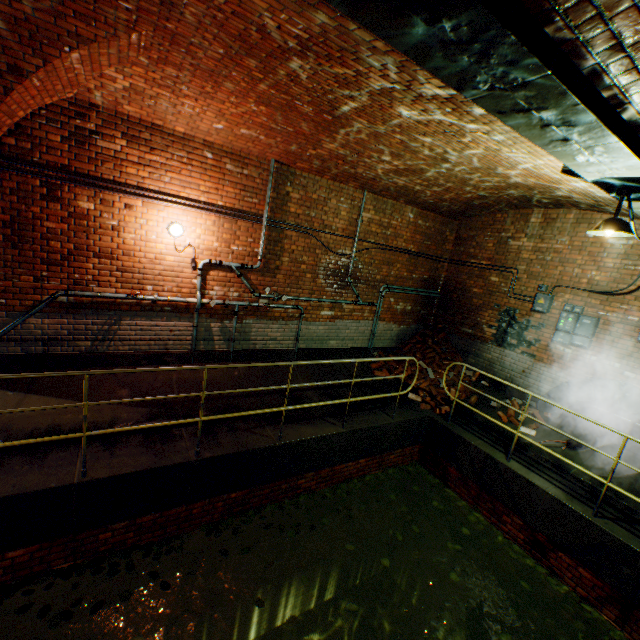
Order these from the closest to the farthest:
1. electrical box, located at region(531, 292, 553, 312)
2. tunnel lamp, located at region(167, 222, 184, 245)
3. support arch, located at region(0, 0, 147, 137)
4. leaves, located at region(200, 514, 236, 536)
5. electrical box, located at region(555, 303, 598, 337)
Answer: support arch, located at region(0, 0, 147, 137)
leaves, located at region(200, 514, 236, 536)
tunnel lamp, located at region(167, 222, 184, 245)
electrical box, located at region(555, 303, 598, 337)
electrical box, located at region(531, 292, 553, 312)

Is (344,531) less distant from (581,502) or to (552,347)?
(581,502)

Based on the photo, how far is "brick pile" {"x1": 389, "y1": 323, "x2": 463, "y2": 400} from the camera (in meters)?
7.84

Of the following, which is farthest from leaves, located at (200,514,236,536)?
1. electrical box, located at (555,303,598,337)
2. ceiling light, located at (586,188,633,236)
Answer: ceiling light, located at (586,188,633,236)

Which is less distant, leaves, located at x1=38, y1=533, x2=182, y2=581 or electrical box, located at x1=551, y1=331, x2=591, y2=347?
leaves, located at x1=38, y1=533, x2=182, y2=581

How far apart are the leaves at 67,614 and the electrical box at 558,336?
8.7 meters

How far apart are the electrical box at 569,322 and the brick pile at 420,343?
2.1m

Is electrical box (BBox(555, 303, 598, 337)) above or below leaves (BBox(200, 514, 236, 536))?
above
